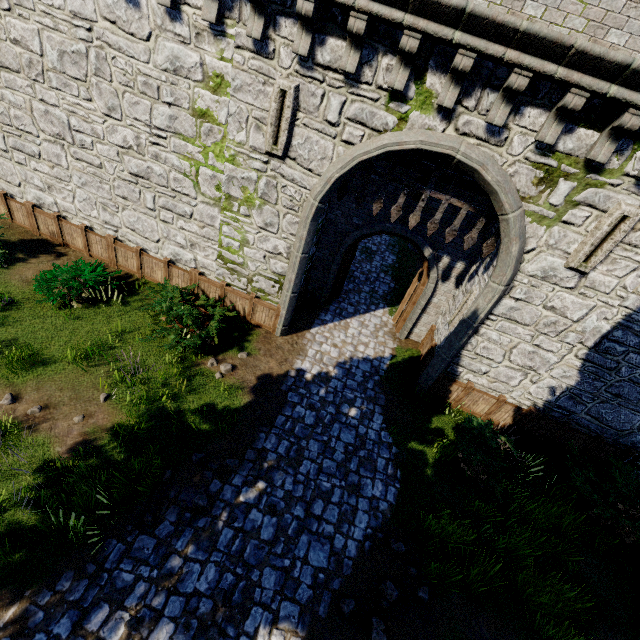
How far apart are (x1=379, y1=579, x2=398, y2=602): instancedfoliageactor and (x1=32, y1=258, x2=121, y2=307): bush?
9.87m

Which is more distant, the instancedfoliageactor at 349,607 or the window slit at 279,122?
the window slit at 279,122

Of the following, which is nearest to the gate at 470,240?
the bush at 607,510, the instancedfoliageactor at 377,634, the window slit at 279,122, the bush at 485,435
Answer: the window slit at 279,122

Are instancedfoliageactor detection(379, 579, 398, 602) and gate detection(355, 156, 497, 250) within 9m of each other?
yes

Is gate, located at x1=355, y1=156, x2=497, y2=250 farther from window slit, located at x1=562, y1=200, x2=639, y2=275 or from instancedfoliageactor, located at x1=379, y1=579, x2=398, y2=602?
instancedfoliageactor, located at x1=379, y1=579, x2=398, y2=602

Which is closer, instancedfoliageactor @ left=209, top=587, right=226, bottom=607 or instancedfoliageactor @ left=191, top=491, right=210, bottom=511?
instancedfoliageactor @ left=209, top=587, right=226, bottom=607

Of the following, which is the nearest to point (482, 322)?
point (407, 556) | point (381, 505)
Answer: point (381, 505)

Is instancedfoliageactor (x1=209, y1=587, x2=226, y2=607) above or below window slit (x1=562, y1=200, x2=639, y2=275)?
below
